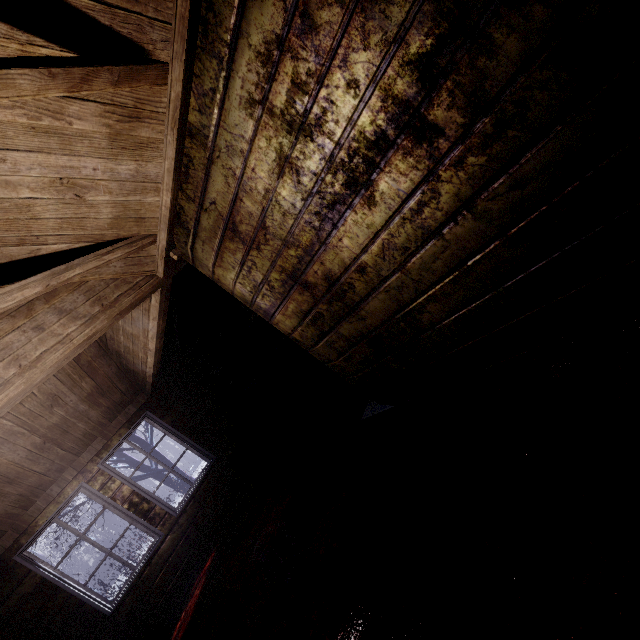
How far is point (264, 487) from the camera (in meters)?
3.95

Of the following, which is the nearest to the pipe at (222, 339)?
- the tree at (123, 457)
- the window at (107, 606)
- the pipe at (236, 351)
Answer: the pipe at (236, 351)

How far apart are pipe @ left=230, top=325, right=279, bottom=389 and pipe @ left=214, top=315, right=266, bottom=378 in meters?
0.1 m

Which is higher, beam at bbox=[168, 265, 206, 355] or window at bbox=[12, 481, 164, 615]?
beam at bbox=[168, 265, 206, 355]

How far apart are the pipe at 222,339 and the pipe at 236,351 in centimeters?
12cm

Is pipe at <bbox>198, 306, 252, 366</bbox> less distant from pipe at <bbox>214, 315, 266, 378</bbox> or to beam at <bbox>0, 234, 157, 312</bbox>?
pipe at <bbox>214, 315, 266, 378</bbox>

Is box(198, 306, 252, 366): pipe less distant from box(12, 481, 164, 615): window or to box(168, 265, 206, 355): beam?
box(168, 265, 206, 355): beam

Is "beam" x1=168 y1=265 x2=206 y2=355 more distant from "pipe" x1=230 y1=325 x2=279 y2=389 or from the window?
the window
